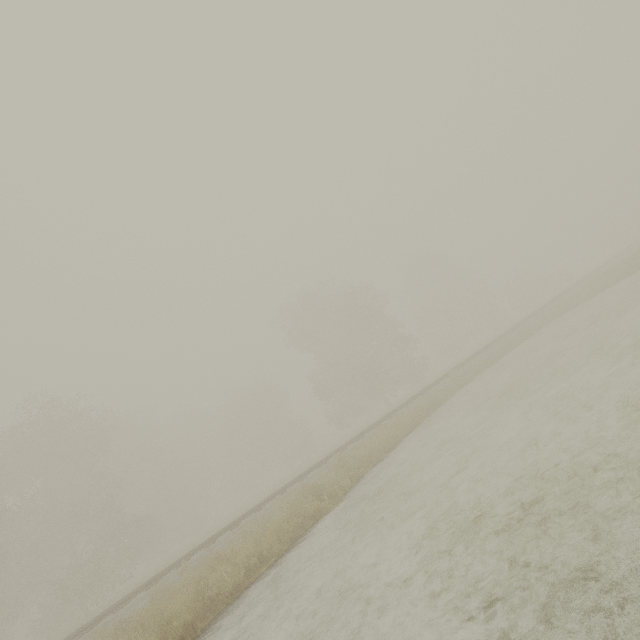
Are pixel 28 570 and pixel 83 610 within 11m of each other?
yes
